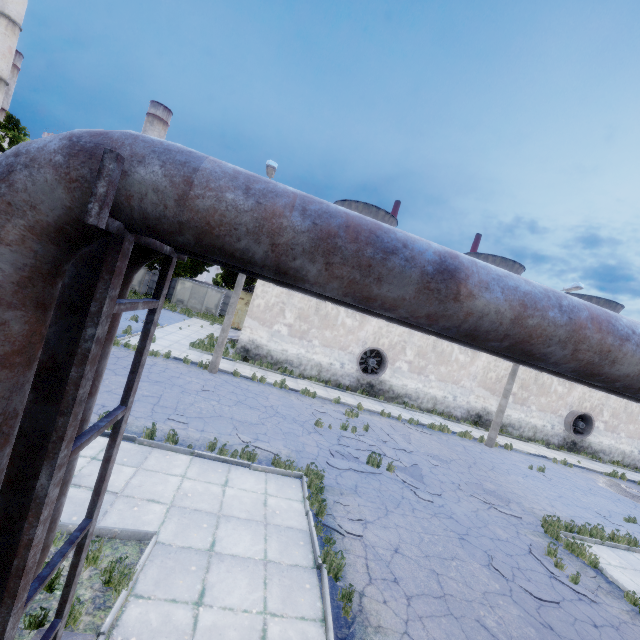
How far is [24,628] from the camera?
3.82m

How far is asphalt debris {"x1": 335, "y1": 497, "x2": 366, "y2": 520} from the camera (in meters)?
8.00

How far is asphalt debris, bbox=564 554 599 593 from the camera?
8.26m

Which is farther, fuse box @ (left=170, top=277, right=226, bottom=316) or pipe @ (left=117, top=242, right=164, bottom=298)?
fuse box @ (left=170, top=277, right=226, bottom=316)

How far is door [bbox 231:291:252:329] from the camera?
33.00m

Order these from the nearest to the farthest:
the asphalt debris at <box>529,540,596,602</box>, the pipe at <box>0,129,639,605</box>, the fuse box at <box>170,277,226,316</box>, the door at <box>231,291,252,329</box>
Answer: the pipe at <box>0,129,639,605</box>
the asphalt debris at <box>529,540,596,602</box>
the door at <box>231,291,252,329</box>
the fuse box at <box>170,277,226,316</box>

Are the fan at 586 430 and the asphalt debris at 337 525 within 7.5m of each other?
no

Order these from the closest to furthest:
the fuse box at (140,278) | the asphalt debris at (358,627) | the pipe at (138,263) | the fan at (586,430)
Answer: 1. the pipe at (138,263)
2. the asphalt debris at (358,627)
3. the fan at (586,430)
4. the fuse box at (140,278)
